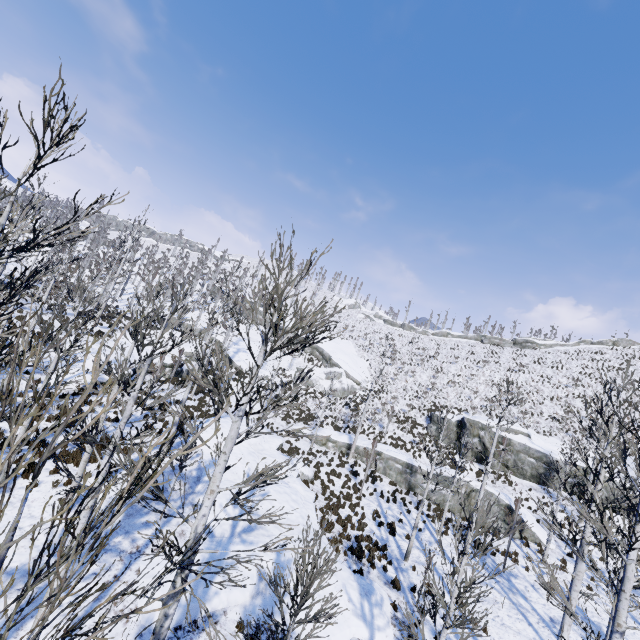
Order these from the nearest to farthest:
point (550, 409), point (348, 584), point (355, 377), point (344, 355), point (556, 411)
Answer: point (348, 584), point (556, 411), point (550, 409), point (355, 377), point (344, 355)

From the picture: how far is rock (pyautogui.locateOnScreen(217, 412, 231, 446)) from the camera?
18.61m

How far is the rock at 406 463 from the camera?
24.73m

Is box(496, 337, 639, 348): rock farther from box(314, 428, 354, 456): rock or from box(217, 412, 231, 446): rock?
box(217, 412, 231, 446): rock

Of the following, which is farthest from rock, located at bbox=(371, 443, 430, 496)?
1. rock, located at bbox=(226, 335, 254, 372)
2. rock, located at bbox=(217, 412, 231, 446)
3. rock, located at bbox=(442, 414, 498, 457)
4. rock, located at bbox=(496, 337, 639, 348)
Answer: Answer: rock, located at bbox=(496, 337, 639, 348)

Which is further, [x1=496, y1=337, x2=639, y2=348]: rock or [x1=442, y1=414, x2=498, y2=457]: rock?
[x1=496, y1=337, x2=639, y2=348]: rock

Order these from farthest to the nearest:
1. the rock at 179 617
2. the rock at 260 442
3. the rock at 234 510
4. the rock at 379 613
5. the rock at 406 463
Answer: the rock at 406 463, the rock at 260 442, the rock at 234 510, the rock at 379 613, the rock at 179 617

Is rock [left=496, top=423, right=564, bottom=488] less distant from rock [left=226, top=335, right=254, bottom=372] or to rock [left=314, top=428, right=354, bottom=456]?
rock [left=314, top=428, right=354, bottom=456]
